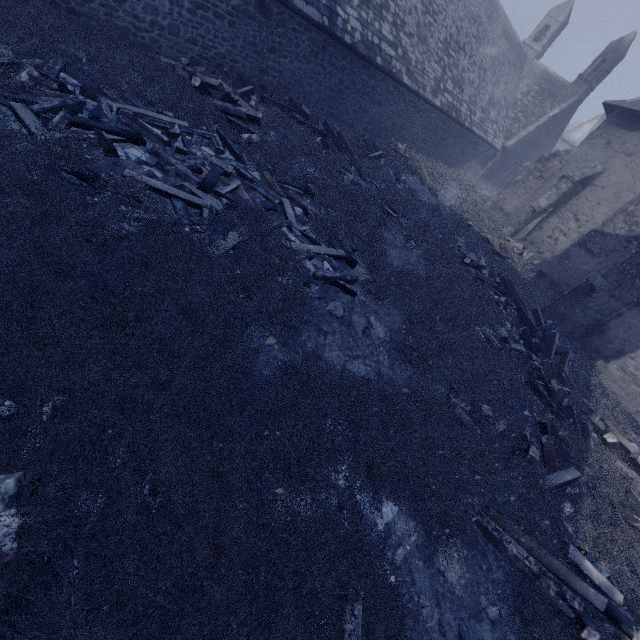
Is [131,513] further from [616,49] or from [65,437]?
[616,49]

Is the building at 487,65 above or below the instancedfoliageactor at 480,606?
above

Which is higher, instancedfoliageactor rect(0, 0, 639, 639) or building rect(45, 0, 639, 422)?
building rect(45, 0, 639, 422)

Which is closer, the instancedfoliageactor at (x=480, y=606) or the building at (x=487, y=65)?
the instancedfoliageactor at (x=480, y=606)

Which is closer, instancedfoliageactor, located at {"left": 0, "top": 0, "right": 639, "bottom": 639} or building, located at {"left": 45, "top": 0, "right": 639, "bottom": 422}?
instancedfoliageactor, located at {"left": 0, "top": 0, "right": 639, "bottom": 639}
